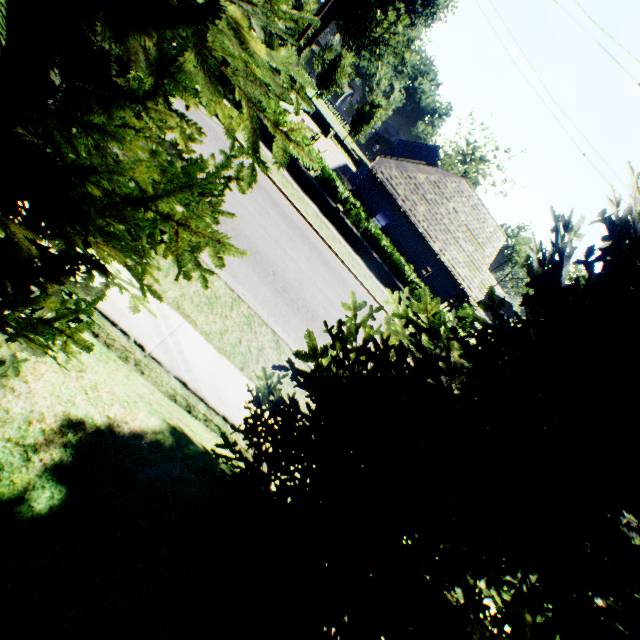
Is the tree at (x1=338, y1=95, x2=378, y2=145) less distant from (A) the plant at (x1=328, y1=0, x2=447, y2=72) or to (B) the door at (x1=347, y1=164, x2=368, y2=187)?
(A) the plant at (x1=328, y1=0, x2=447, y2=72)

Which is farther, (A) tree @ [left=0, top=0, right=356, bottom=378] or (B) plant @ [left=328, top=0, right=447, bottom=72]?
(B) plant @ [left=328, top=0, right=447, bottom=72]

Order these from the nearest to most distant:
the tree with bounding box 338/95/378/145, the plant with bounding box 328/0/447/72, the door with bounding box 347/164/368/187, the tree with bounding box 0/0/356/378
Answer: the tree with bounding box 0/0/356/378 < the door with bounding box 347/164/368/187 < the tree with bounding box 338/95/378/145 < the plant with bounding box 328/0/447/72

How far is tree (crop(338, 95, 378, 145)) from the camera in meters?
41.2

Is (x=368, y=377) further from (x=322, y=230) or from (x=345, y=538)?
(x=322, y=230)

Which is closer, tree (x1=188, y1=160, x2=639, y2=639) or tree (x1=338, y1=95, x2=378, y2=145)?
tree (x1=188, y1=160, x2=639, y2=639)

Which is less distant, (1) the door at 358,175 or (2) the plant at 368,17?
(1) the door at 358,175

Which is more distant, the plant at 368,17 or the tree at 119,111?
the plant at 368,17
